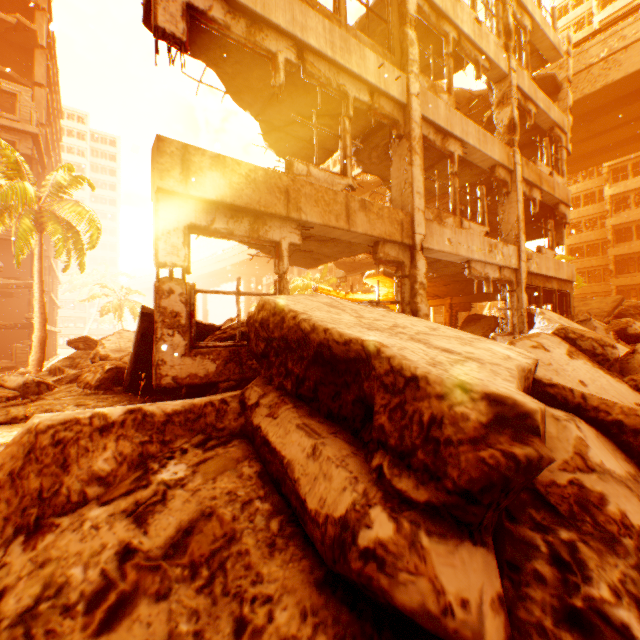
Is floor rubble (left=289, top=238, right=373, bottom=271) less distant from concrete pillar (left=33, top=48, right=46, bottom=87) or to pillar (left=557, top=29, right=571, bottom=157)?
pillar (left=557, top=29, right=571, bottom=157)

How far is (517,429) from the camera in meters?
1.7 m

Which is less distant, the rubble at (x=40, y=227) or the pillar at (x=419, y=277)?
the pillar at (x=419, y=277)

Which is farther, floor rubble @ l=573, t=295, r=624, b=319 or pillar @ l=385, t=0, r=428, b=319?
floor rubble @ l=573, t=295, r=624, b=319

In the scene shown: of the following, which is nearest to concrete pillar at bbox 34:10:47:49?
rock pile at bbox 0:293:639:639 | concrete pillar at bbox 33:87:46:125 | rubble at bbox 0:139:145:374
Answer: concrete pillar at bbox 33:87:46:125

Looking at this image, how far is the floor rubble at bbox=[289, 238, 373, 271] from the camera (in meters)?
7.50

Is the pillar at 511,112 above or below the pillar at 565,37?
below

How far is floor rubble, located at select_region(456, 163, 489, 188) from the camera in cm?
996
